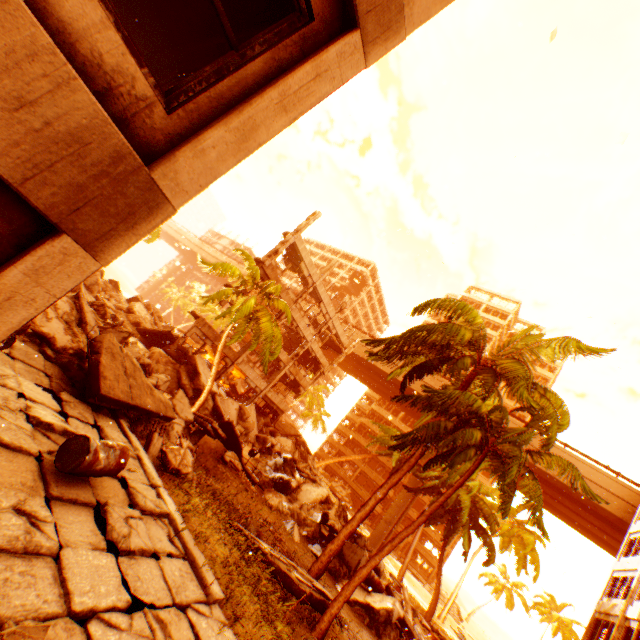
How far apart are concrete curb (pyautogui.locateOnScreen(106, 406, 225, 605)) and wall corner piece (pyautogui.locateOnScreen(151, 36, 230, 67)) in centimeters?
716cm

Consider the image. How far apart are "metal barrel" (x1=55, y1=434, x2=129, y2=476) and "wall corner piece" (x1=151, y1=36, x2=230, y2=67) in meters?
5.7

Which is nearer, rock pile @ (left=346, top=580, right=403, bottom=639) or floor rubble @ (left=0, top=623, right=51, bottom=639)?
floor rubble @ (left=0, top=623, right=51, bottom=639)

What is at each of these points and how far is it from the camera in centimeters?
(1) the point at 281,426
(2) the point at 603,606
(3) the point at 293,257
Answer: (1) floor rubble, 3422cm
(2) wall corner piece, 2102cm
(3) floor rubble, 2647cm

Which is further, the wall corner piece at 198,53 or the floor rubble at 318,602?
the floor rubble at 318,602

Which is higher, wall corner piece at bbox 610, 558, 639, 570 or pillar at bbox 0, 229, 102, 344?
wall corner piece at bbox 610, 558, 639, 570

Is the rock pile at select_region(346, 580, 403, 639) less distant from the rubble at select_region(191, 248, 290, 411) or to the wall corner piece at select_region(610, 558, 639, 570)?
the rubble at select_region(191, 248, 290, 411)

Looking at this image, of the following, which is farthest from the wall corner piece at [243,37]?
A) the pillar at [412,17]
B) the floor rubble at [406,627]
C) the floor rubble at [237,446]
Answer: the floor rubble at [237,446]
